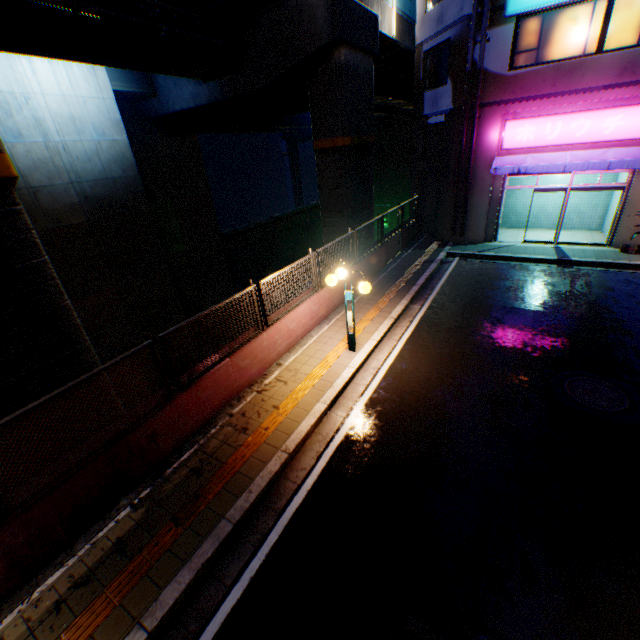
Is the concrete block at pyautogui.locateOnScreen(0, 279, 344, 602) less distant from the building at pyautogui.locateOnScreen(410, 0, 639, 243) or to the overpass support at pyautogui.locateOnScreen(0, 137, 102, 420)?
the building at pyautogui.locateOnScreen(410, 0, 639, 243)

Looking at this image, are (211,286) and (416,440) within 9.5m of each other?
no

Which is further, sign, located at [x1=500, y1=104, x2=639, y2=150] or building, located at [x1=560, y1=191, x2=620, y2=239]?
building, located at [x1=560, y1=191, x2=620, y2=239]

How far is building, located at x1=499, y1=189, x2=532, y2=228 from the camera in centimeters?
1666cm

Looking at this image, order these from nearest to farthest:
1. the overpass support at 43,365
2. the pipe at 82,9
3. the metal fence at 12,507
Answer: the metal fence at 12,507
the overpass support at 43,365
the pipe at 82,9

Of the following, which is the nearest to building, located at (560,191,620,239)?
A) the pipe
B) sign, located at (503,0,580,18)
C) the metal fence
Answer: sign, located at (503,0,580,18)

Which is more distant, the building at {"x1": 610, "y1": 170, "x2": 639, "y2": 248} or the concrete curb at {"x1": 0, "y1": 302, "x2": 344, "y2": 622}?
the building at {"x1": 610, "y1": 170, "x2": 639, "y2": 248}

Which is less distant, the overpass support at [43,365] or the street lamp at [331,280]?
the overpass support at [43,365]
